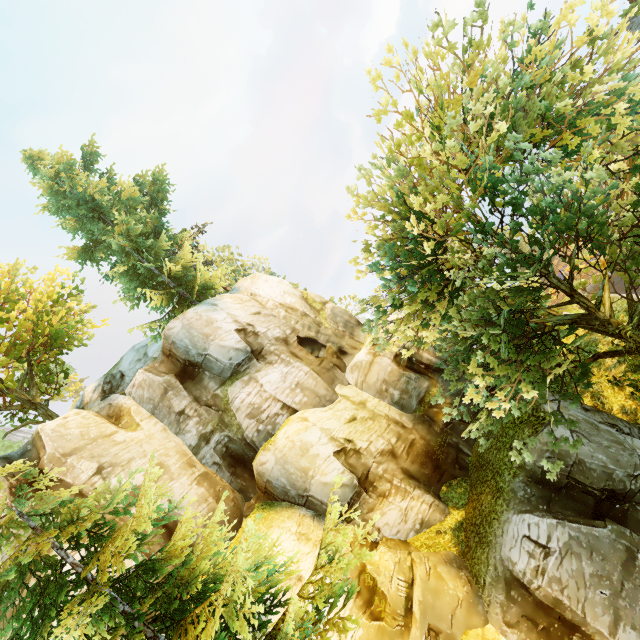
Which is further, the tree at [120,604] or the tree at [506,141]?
the tree at [506,141]

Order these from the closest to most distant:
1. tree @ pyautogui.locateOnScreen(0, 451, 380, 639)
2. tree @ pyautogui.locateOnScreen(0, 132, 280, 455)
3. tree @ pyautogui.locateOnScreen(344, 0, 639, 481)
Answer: tree @ pyautogui.locateOnScreen(0, 451, 380, 639), tree @ pyautogui.locateOnScreen(344, 0, 639, 481), tree @ pyautogui.locateOnScreen(0, 132, 280, 455)

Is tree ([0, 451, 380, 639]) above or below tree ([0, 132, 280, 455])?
below

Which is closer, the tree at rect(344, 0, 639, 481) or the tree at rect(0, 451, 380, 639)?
the tree at rect(0, 451, 380, 639)

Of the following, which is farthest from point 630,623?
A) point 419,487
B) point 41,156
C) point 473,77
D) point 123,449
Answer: point 41,156

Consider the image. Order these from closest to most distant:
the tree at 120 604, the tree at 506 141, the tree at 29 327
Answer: the tree at 120 604 < the tree at 506 141 < the tree at 29 327
